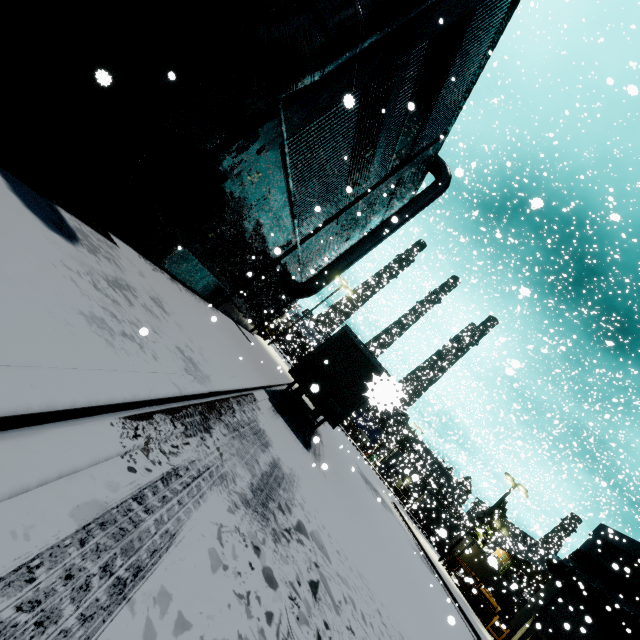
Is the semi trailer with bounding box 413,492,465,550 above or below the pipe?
below

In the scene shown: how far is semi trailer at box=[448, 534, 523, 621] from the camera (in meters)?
31.69

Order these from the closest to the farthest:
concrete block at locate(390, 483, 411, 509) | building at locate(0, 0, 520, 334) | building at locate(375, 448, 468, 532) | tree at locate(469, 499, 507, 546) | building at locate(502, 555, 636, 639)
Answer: building at locate(0, 0, 520, 334) → building at locate(502, 555, 636, 639) → building at locate(375, 448, 468, 532) → tree at locate(469, 499, 507, 546) → concrete block at locate(390, 483, 411, 509)

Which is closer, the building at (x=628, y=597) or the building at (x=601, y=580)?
the building at (x=628, y=597)

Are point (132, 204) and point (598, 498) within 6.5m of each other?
no

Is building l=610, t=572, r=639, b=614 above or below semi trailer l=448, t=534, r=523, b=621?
above

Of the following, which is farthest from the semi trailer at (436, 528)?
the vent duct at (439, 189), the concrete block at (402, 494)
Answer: the concrete block at (402, 494)
